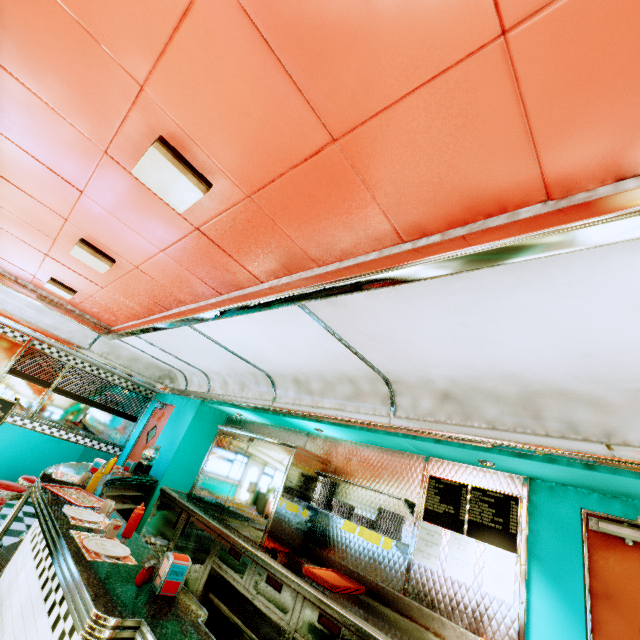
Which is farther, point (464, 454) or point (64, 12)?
point (464, 454)

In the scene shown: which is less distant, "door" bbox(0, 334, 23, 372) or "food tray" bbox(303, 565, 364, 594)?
"food tray" bbox(303, 565, 364, 594)

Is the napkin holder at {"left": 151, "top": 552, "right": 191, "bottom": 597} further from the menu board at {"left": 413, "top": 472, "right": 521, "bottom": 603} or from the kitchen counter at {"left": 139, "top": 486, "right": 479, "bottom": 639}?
the menu board at {"left": 413, "top": 472, "right": 521, "bottom": 603}

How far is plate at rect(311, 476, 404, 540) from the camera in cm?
335

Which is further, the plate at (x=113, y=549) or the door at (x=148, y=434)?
the door at (x=148, y=434)

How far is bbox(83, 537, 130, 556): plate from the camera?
2.0 meters

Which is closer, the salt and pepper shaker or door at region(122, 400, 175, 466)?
the salt and pepper shaker

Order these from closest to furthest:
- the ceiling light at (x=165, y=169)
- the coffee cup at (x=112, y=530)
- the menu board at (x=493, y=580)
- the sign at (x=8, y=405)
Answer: the ceiling light at (x=165, y=169), the coffee cup at (x=112, y=530), the menu board at (x=493, y=580), the sign at (x=8, y=405)
